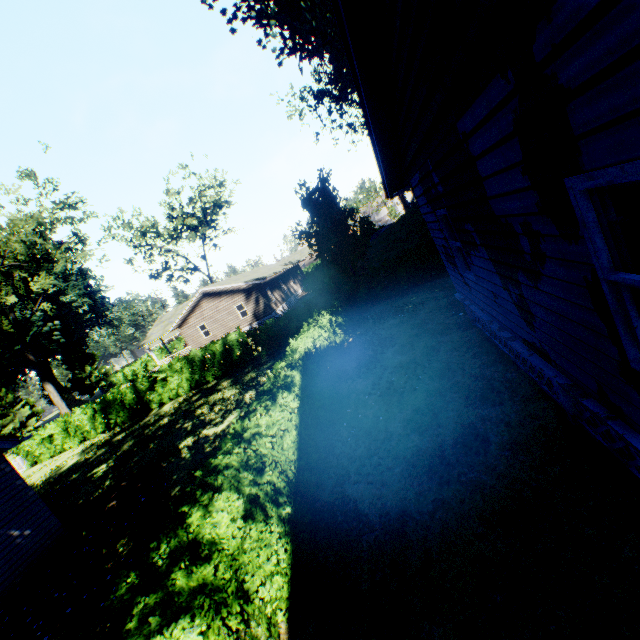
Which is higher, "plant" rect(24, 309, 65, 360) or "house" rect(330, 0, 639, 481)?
"plant" rect(24, 309, 65, 360)

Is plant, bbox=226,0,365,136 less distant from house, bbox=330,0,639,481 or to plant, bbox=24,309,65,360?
house, bbox=330,0,639,481

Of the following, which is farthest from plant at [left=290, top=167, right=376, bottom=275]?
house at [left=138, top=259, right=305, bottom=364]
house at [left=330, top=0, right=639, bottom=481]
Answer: house at [left=138, top=259, right=305, bottom=364]

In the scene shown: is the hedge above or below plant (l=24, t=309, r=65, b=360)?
below

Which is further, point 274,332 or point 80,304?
point 80,304

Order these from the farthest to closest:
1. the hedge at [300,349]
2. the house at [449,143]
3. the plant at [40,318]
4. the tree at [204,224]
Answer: the plant at [40,318] → the tree at [204,224] → the hedge at [300,349] → the house at [449,143]

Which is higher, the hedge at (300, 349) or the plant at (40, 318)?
the plant at (40, 318)

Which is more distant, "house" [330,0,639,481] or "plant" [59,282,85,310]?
"plant" [59,282,85,310]
